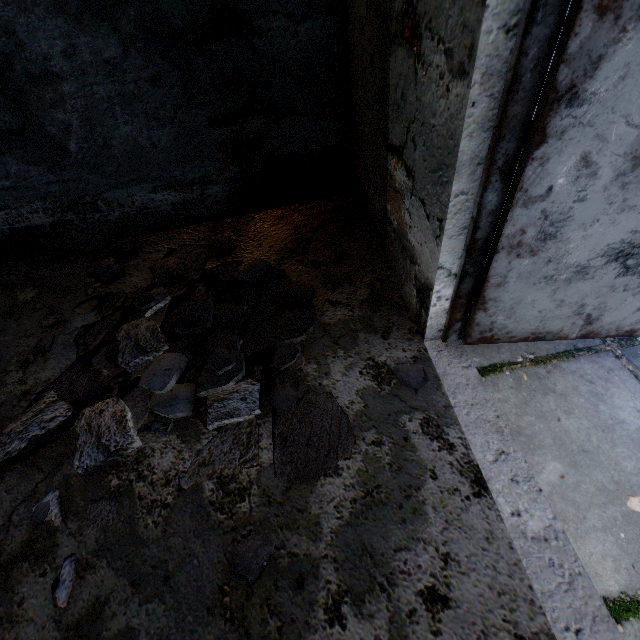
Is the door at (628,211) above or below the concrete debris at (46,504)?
above

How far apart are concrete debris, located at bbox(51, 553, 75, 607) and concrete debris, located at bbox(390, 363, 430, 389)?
1.7 meters

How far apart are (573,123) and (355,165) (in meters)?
2.09

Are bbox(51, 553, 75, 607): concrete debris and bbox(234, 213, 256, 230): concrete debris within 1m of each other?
yes

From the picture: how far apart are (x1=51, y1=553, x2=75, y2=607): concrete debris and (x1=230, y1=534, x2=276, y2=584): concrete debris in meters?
0.7

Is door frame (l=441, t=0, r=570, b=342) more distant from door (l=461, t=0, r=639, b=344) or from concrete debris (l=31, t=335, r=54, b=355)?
concrete debris (l=31, t=335, r=54, b=355)

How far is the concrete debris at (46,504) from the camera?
1.5 meters

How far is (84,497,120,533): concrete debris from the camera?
1.4m
